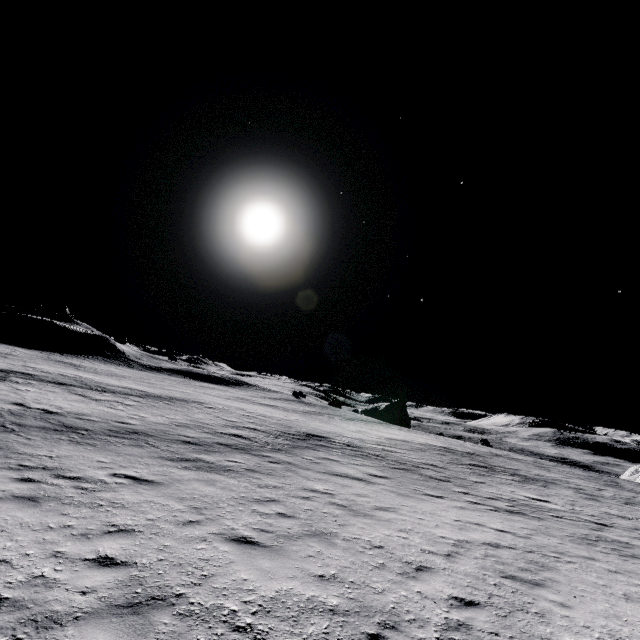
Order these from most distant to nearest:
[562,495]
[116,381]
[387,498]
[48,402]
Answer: [116,381] → [562,495] → [48,402] → [387,498]
